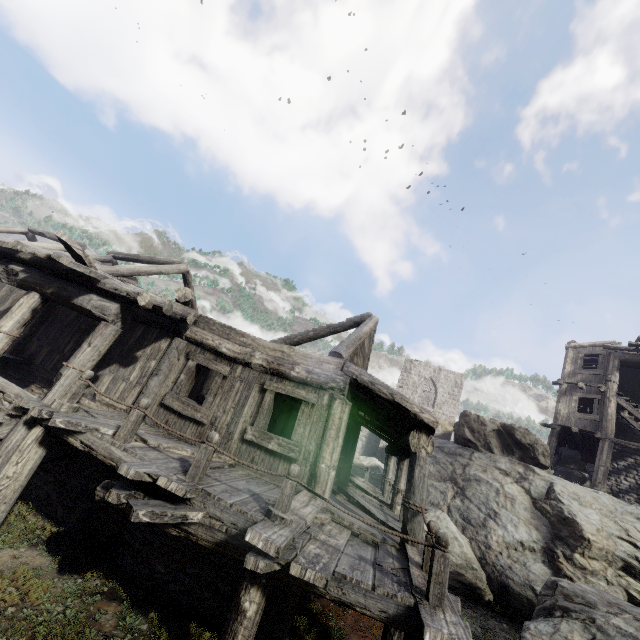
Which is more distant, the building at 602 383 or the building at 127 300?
the building at 602 383

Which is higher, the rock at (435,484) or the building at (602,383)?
the building at (602,383)

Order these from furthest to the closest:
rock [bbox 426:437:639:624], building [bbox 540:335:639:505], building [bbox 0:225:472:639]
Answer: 1. building [bbox 540:335:639:505]
2. rock [bbox 426:437:639:624]
3. building [bbox 0:225:472:639]

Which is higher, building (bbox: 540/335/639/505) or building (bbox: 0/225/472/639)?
building (bbox: 540/335/639/505)

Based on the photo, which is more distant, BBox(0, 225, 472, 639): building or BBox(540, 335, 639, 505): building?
BBox(540, 335, 639, 505): building

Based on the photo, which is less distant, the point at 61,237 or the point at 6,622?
the point at 6,622

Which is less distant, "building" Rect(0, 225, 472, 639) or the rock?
"building" Rect(0, 225, 472, 639)
